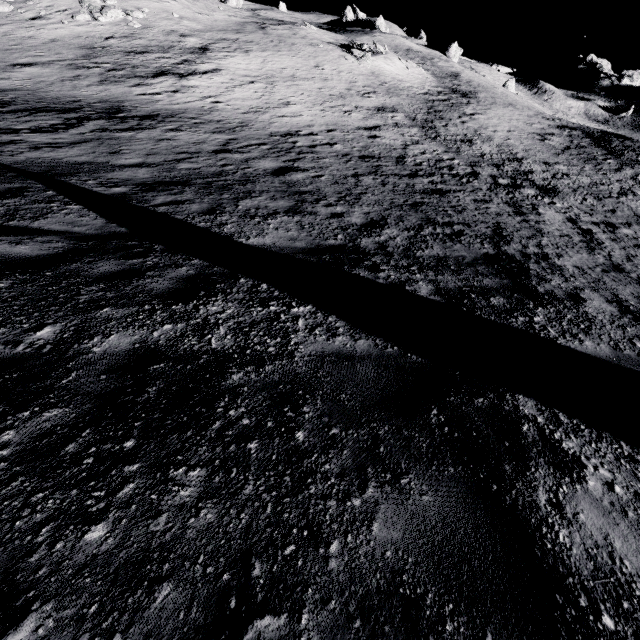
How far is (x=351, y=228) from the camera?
8.16m
